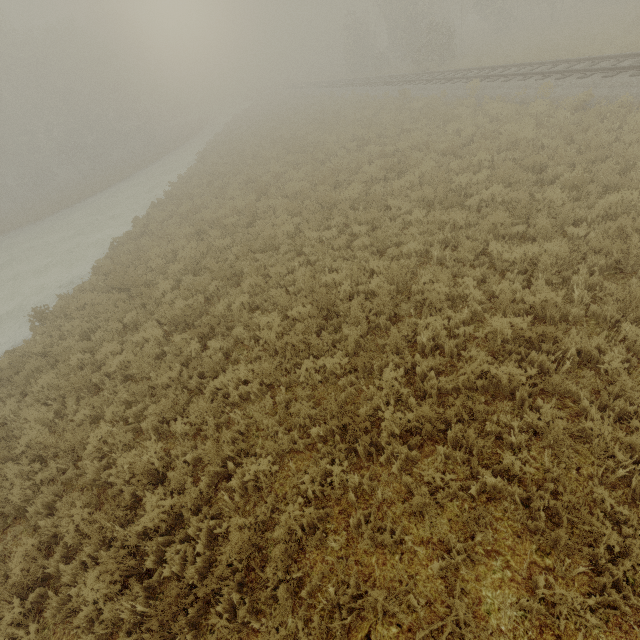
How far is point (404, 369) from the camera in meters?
5.8 m
